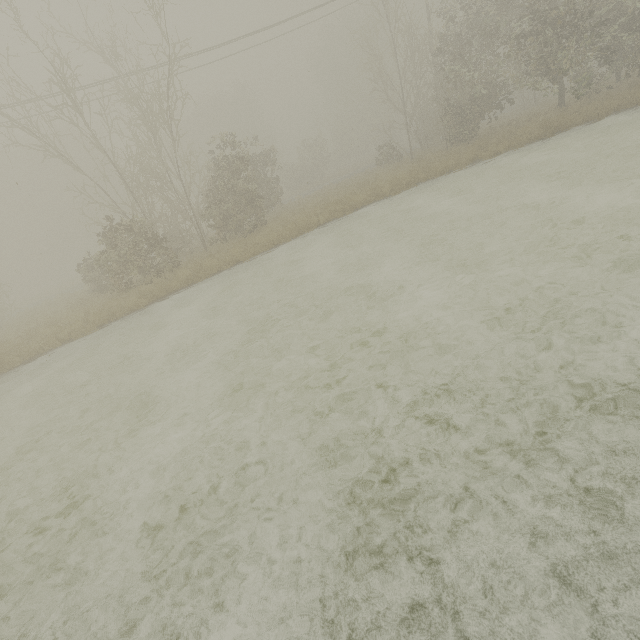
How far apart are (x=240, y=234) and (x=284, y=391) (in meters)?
16.35
